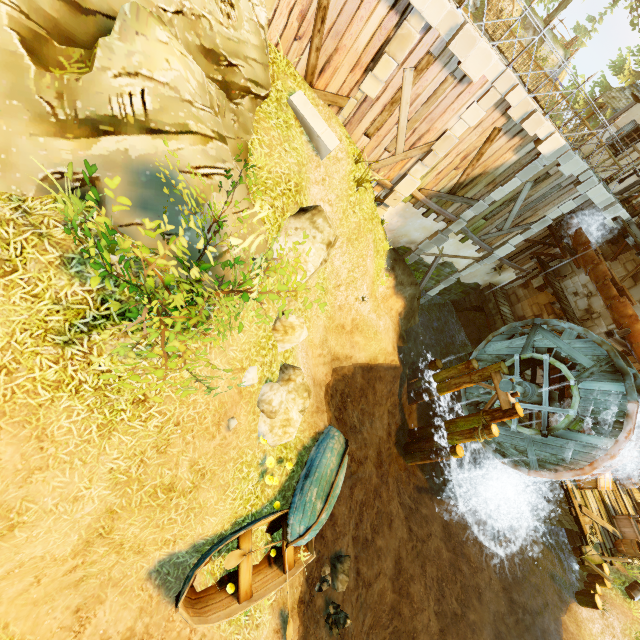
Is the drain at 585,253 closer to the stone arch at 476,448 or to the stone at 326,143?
the stone arch at 476,448

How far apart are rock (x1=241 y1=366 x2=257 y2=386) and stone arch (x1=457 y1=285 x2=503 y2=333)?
14.46m

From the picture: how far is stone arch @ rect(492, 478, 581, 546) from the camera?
13.82m

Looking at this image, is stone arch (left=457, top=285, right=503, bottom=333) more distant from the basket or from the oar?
the oar

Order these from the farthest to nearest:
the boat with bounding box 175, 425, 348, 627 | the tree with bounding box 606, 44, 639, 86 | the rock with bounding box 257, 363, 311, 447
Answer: the tree with bounding box 606, 44, 639, 86
the rock with bounding box 257, 363, 311, 447
the boat with bounding box 175, 425, 348, 627

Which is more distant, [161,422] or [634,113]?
[634,113]

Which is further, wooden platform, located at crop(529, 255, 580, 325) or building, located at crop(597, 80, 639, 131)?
building, located at crop(597, 80, 639, 131)

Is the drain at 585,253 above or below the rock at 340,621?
above
